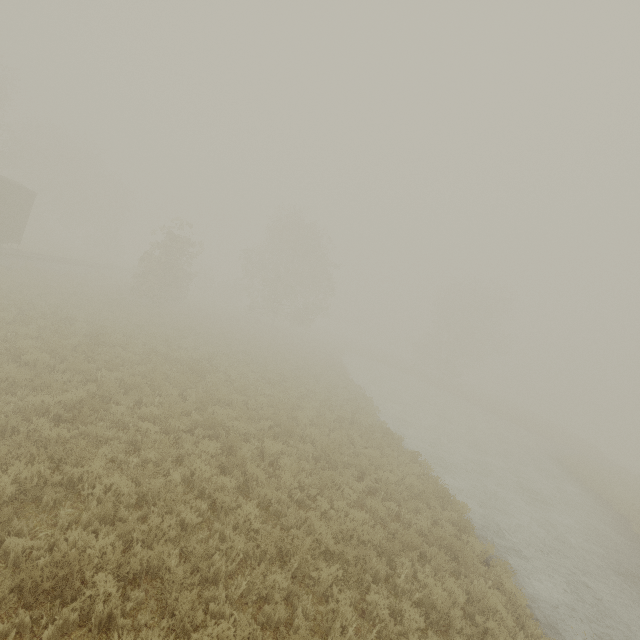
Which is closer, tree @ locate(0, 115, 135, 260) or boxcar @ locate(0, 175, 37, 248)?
boxcar @ locate(0, 175, 37, 248)

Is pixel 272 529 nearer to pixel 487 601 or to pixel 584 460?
pixel 487 601

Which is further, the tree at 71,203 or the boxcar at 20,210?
the tree at 71,203
